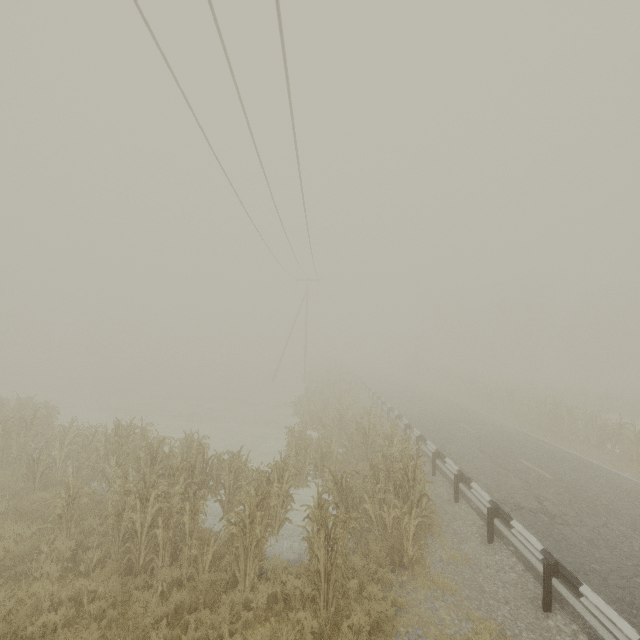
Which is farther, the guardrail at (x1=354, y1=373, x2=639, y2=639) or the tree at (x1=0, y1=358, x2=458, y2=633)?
the tree at (x1=0, y1=358, x2=458, y2=633)

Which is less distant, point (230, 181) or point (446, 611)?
point (446, 611)

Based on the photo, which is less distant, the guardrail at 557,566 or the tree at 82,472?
the guardrail at 557,566
